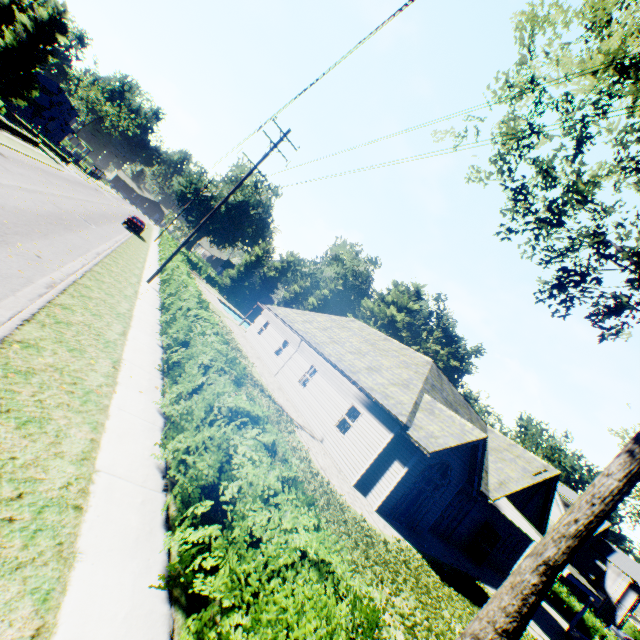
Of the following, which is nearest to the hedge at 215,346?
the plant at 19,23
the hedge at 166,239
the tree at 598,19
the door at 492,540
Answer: the tree at 598,19

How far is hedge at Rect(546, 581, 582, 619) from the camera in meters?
28.8

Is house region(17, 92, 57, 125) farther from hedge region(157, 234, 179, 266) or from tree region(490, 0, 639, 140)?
tree region(490, 0, 639, 140)

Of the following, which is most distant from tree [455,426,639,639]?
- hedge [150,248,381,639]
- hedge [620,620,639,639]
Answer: hedge [150,248,381,639]

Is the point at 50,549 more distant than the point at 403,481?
No

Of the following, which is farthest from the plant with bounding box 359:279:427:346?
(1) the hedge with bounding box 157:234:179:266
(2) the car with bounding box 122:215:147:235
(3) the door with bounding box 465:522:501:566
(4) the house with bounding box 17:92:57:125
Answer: (2) the car with bounding box 122:215:147:235

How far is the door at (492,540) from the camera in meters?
19.0 m

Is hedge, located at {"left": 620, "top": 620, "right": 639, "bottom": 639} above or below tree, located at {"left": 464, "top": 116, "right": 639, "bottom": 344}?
below
